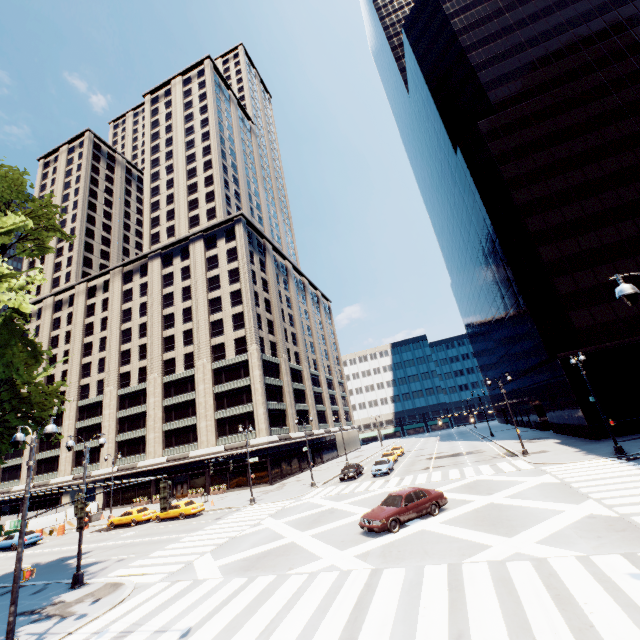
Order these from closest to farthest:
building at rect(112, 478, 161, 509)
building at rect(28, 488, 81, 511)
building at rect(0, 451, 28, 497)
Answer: building at rect(112, 478, 161, 509)
building at rect(28, 488, 81, 511)
building at rect(0, 451, 28, 497)

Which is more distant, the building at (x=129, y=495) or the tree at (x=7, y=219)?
the building at (x=129, y=495)

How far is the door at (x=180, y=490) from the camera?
46.78m

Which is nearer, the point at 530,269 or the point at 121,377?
the point at 530,269

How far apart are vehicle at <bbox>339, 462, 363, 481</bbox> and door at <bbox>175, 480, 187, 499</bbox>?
24.5 meters

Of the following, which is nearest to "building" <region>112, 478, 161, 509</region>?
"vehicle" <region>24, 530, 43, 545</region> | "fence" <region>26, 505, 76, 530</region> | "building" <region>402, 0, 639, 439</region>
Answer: "fence" <region>26, 505, 76, 530</region>

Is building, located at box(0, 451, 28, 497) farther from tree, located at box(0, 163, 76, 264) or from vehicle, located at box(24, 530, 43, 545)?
vehicle, located at box(24, 530, 43, 545)

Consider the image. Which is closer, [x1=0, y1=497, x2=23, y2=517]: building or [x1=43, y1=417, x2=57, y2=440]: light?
[x1=43, y1=417, x2=57, y2=440]: light
